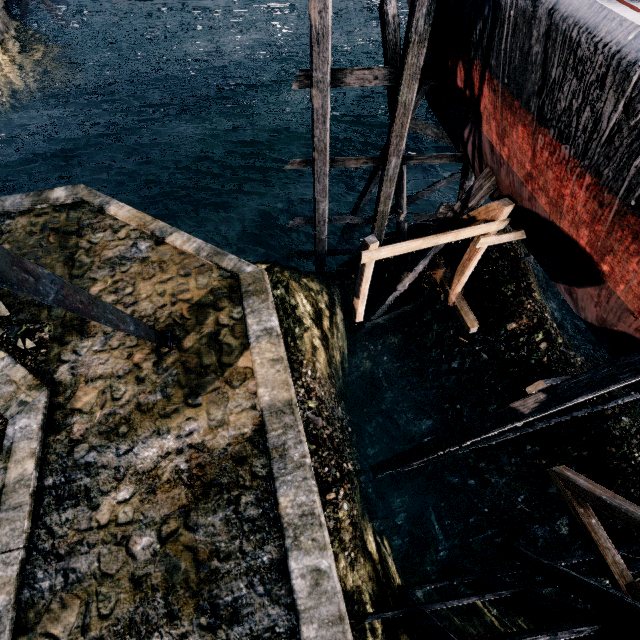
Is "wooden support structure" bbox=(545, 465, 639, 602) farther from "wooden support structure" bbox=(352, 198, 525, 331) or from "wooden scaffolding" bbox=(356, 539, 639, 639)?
"wooden support structure" bbox=(352, 198, 525, 331)

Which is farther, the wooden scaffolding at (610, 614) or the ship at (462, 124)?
the wooden scaffolding at (610, 614)

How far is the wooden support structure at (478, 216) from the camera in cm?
861

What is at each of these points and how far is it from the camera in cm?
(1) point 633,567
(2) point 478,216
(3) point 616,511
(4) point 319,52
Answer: (1) wooden scaffolding, 795
(2) wooden support structure, 948
(3) wooden support structure, 722
(4) wooden scaffolding, 888

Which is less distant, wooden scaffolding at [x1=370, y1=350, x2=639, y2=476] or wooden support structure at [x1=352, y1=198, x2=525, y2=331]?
wooden scaffolding at [x1=370, y1=350, x2=639, y2=476]

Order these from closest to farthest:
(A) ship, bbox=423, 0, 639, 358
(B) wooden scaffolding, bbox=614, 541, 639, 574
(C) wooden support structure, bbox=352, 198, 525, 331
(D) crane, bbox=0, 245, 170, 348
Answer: (A) ship, bbox=423, 0, 639, 358 < (D) crane, bbox=0, 245, 170, 348 < (B) wooden scaffolding, bbox=614, 541, 639, 574 < (C) wooden support structure, bbox=352, 198, 525, 331

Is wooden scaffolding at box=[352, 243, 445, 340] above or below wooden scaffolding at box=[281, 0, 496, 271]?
below

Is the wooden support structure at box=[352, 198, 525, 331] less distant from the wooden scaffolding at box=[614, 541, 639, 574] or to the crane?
the crane
